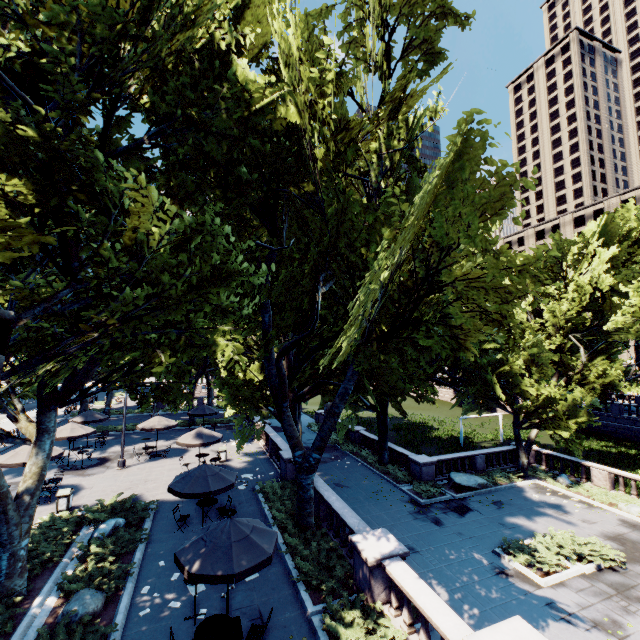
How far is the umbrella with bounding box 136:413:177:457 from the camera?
23.48m

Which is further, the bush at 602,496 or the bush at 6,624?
the bush at 602,496

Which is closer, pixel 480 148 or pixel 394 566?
pixel 480 148

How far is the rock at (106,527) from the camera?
13.1 meters

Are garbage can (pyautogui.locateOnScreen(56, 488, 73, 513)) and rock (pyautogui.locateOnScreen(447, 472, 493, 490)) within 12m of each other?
no

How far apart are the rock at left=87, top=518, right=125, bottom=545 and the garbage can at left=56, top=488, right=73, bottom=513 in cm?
339

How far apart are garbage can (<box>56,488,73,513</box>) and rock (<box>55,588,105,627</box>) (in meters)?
7.35

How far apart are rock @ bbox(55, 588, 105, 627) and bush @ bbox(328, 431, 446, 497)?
18.7 meters
